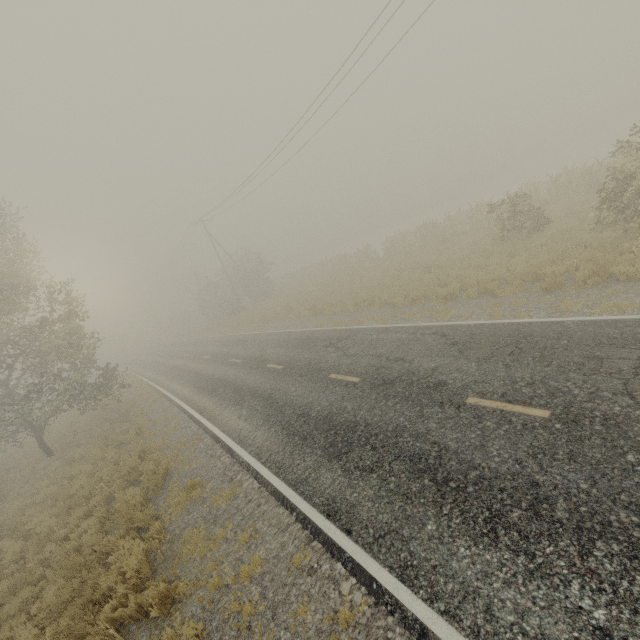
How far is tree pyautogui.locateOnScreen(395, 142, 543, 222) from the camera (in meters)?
52.09

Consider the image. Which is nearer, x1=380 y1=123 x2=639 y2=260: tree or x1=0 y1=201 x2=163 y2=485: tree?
x1=380 y1=123 x2=639 y2=260: tree

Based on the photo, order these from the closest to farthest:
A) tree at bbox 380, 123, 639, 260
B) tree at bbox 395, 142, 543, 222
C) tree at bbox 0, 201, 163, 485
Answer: tree at bbox 380, 123, 639, 260 → tree at bbox 0, 201, 163, 485 → tree at bbox 395, 142, 543, 222

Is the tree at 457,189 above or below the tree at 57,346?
below

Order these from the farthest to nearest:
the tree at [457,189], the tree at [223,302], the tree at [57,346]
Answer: the tree at [457,189]
the tree at [223,302]
the tree at [57,346]

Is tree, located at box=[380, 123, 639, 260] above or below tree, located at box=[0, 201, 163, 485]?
below

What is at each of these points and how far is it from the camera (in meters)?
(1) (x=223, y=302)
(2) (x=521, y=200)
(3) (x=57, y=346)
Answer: (1) tree, 37.44
(2) tree, 15.48
(3) tree, 16.02
